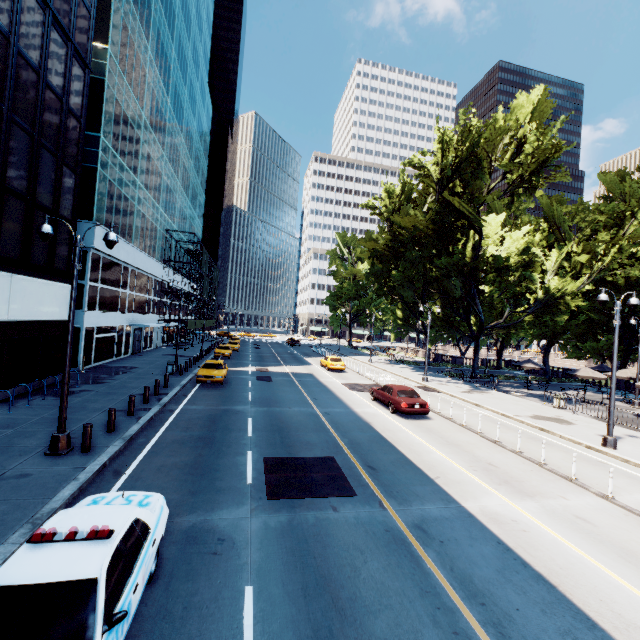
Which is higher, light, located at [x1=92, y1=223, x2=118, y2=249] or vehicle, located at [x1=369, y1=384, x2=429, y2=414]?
light, located at [x1=92, y1=223, x2=118, y2=249]

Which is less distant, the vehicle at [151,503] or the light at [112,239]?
the vehicle at [151,503]

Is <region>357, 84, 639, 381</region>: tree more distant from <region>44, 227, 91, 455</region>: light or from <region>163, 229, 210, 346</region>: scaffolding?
<region>163, 229, 210, 346</region>: scaffolding

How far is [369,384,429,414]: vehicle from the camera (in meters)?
17.70

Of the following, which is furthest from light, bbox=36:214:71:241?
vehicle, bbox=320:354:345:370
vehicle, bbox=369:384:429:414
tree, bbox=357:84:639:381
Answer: vehicle, bbox=320:354:345:370

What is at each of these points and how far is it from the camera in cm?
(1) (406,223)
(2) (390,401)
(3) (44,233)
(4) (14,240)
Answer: (1) tree, 3195
(2) vehicle, 1902
(3) light, 1007
(4) building, 1494

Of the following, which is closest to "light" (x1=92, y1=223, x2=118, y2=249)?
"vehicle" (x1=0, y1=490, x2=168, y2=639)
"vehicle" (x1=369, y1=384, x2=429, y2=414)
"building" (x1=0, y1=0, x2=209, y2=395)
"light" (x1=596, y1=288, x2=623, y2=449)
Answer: "vehicle" (x1=0, y1=490, x2=168, y2=639)

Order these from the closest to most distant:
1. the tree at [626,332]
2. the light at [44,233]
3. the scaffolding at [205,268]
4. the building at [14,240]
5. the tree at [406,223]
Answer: the light at [44,233], the building at [14,240], the tree at [406,223], the tree at [626,332], the scaffolding at [205,268]
